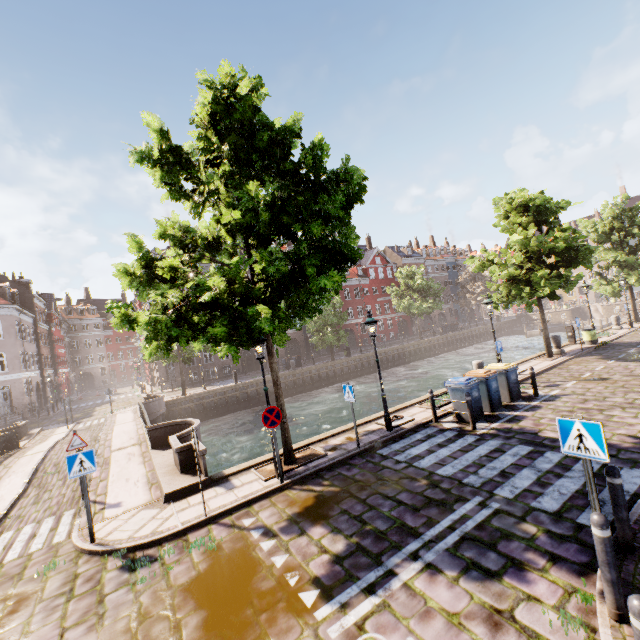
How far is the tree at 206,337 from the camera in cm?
684

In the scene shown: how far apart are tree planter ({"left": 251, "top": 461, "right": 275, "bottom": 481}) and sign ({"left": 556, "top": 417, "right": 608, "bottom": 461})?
6.3 meters

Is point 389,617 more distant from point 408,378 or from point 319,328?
point 319,328

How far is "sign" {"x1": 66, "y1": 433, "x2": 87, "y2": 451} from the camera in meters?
9.1

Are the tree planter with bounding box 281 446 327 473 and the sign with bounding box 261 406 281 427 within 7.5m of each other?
yes

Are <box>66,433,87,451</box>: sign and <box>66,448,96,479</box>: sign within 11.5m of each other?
yes

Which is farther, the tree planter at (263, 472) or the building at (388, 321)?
the building at (388, 321)

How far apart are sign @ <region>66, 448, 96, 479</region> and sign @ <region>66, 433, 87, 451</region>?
2.98m
